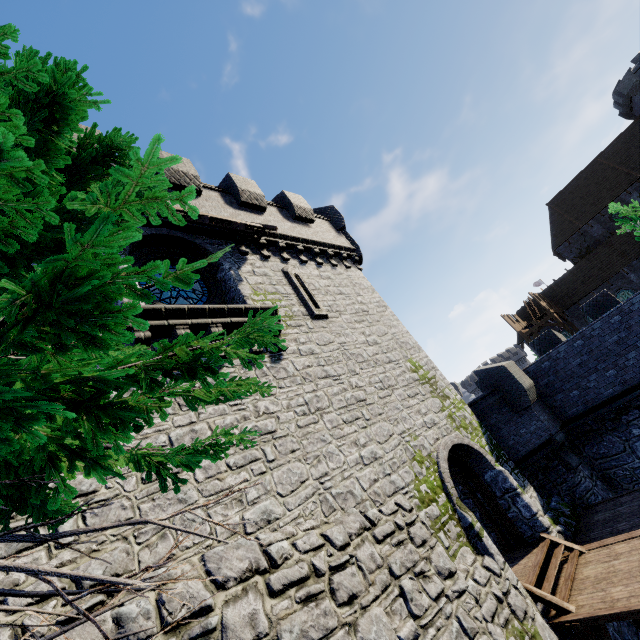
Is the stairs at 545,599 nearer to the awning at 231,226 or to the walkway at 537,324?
the awning at 231,226

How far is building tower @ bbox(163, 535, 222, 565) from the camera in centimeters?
499cm

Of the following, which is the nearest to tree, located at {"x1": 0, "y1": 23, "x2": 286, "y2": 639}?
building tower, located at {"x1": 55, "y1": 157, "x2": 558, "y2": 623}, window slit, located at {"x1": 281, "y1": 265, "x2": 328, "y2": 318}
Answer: building tower, located at {"x1": 55, "y1": 157, "x2": 558, "y2": 623}

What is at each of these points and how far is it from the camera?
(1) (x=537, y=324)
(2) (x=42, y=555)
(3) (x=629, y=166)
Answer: (1) walkway, 29.7 meters
(2) building tower, 4.3 meters
(3) building, 32.6 meters

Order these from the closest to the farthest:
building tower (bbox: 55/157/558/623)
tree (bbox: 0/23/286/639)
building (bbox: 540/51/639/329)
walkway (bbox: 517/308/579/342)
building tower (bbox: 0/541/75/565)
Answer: tree (bbox: 0/23/286/639) → building tower (bbox: 0/541/75/565) → building tower (bbox: 55/157/558/623) → walkway (bbox: 517/308/579/342) → building (bbox: 540/51/639/329)

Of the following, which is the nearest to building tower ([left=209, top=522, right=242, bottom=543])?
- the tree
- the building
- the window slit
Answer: the window slit

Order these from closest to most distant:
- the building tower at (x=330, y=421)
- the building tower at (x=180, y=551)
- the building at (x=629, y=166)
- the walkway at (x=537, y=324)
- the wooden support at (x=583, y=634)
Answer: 1. the building tower at (x=180, y=551)
2. the building tower at (x=330, y=421)
3. the wooden support at (x=583, y=634)
4. the walkway at (x=537, y=324)
5. the building at (x=629, y=166)

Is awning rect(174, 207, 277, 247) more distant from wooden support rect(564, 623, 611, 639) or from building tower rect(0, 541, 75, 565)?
wooden support rect(564, 623, 611, 639)
